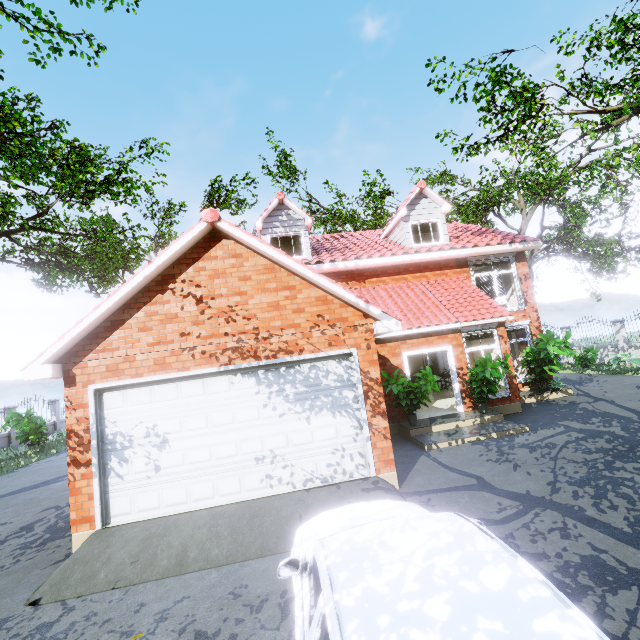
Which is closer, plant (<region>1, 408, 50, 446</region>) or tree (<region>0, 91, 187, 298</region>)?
tree (<region>0, 91, 187, 298</region>)

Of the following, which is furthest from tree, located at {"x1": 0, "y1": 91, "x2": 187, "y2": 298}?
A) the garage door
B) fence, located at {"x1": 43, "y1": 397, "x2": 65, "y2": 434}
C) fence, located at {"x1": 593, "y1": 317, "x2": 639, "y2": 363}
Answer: the garage door

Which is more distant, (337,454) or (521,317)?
(521,317)

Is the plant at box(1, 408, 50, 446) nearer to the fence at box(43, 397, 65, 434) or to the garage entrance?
the fence at box(43, 397, 65, 434)

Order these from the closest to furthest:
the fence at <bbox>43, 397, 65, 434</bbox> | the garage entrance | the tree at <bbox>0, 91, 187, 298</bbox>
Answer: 1. the garage entrance
2. the tree at <bbox>0, 91, 187, 298</bbox>
3. the fence at <bbox>43, 397, 65, 434</bbox>

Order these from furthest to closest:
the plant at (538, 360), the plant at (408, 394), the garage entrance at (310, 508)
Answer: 1. the plant at (538, 360)
2. the plant at (408, 394)
3. the garage entrance at (310, 508)

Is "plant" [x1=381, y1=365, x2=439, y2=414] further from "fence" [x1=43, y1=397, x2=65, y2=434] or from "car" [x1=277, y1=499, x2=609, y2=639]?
"fence" [x1=43, y1=397, x2=65, y2=434]

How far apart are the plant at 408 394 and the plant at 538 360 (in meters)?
6.40
